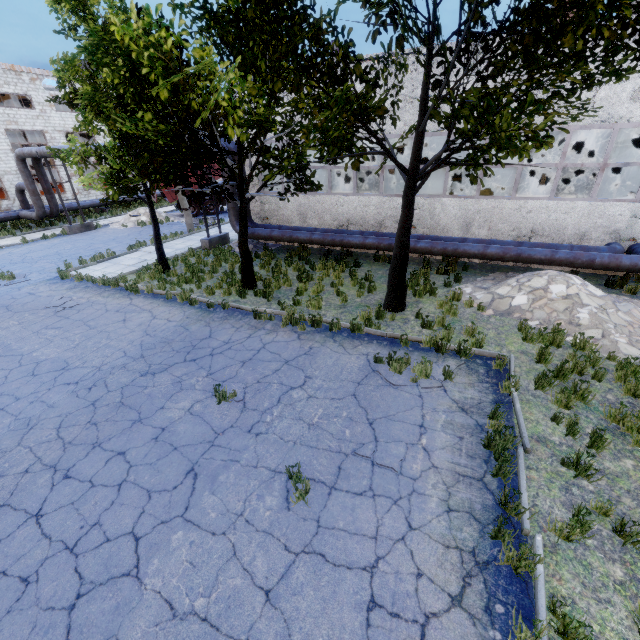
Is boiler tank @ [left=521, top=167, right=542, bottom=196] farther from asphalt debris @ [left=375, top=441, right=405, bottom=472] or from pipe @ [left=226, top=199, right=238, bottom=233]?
asphalt debris @ [left=375, top=441, right=405, bottom=472]

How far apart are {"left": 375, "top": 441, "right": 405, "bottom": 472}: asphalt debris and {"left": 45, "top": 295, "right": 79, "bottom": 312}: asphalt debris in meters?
11.4 m

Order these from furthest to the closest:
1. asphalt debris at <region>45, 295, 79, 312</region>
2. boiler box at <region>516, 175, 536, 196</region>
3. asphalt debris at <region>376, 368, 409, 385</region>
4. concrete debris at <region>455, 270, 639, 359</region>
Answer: boiler box at <region>516, 175, 536, 196</region> < asphalt debris at <region>45, 295, 79, 312</region> < concrete debris at <region>455, 270, 639, 359</region> < asphalt debris at <region>376, 368, 409, 385</region>

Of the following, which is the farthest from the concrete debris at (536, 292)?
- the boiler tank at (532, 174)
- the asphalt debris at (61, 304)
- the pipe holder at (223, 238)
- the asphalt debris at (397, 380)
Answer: the asphalt debris at (61, 304)

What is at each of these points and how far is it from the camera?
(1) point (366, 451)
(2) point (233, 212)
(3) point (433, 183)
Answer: (1) asphalt debris, 5.6 meters
(2) pipe, 16.1 meters
(3) boiler box, 15.5 meters

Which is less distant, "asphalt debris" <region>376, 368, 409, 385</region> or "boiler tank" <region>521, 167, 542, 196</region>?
"asphalt debris" <region>376, 368, 409, 385</region>

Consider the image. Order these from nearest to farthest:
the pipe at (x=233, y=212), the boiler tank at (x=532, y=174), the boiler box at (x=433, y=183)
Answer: the boiler box at (x=433, y=183)
the pipe at (x=233, y=212)
the boiler tank at (x=532, y=174)

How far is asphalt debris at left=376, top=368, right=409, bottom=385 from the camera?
7.16m
